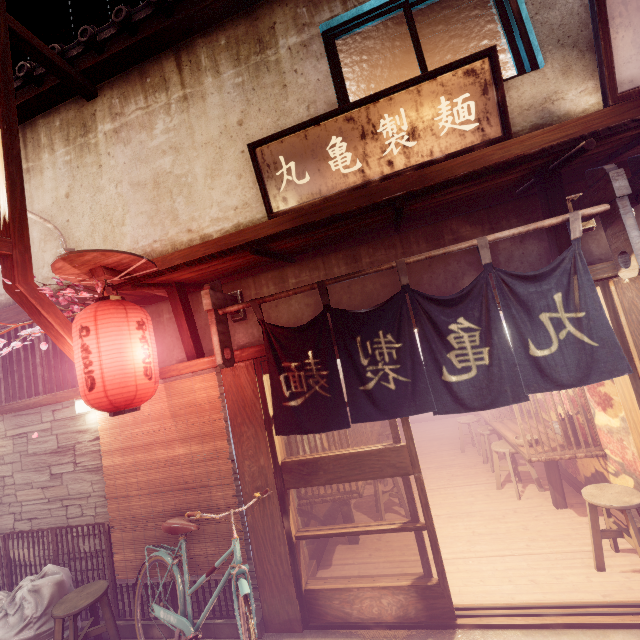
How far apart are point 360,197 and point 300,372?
3.7m

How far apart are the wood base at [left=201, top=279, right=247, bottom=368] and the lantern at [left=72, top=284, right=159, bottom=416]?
1.19m

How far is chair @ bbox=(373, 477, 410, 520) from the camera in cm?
901

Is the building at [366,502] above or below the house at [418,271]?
below

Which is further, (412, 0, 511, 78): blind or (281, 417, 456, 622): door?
(412, 0, 511, 78): blind

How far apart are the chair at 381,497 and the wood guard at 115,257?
7.9m

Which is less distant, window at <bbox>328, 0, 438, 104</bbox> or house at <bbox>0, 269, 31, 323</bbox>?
window at <bbox>328, 0, 438, 104</bbox>

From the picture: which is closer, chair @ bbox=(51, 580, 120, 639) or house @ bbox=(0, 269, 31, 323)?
chair @ bbox=(51, 580, 120, 639)
